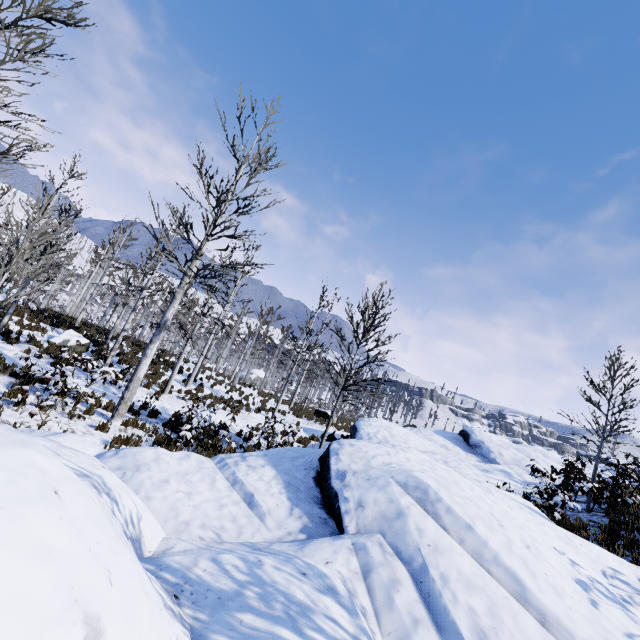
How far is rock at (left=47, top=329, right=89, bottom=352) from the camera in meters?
15.0

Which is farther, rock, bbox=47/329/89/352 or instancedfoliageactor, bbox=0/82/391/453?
rock, bbox=47/329/89/352

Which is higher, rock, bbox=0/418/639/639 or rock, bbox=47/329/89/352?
rock, bbox=0/418/639/639

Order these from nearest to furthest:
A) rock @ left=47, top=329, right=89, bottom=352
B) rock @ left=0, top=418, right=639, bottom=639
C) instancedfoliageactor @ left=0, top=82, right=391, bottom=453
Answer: rock @ left=0, top=418, right=639, bottom=639
instancedfoliageactor @ left=0, top=82, right=391, bottom=453
rock @ left=47, top=329, right=89, bottom=352

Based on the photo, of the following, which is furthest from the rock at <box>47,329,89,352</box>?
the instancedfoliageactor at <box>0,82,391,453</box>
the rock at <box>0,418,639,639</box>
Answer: Result: the rock at <box>0,418,639,639</box>

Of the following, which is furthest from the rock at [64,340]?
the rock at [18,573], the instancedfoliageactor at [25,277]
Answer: the rock at [18,573]

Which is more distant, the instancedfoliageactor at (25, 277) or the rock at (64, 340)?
the rock at (64, 340)

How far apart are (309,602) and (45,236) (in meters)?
10.10
